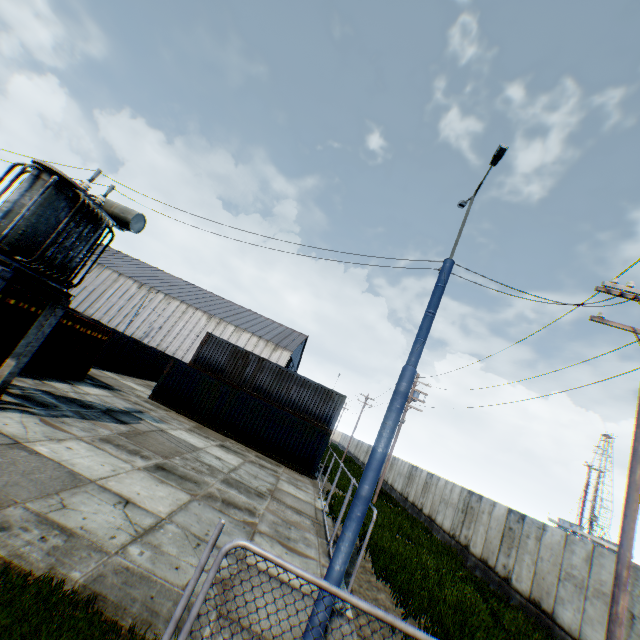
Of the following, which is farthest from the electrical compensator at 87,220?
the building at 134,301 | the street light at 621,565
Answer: the building at 134,301

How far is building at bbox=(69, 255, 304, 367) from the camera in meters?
49.4

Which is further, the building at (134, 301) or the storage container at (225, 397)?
the building at (134, 301)

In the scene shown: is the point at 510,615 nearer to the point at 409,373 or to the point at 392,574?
the point at 392,574

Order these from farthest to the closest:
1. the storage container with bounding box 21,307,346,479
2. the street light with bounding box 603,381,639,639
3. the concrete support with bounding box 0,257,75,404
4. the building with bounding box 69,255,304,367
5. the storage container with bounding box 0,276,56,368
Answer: the building with bounding box 69,255,304,367
the storage container with bounding box 21,307,346,479
the storage container with bounding box 0,276,56,368
the concrete support with bounding box 0,257,75,404
the street light with bounding box 603,381,639,639

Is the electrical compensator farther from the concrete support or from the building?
the building

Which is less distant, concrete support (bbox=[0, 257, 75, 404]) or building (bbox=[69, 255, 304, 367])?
concrete support (bbox=[0, 257, 75, 404])

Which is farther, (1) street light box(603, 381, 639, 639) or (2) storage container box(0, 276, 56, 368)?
(2) storage container box(0, 276, 56, 368)
